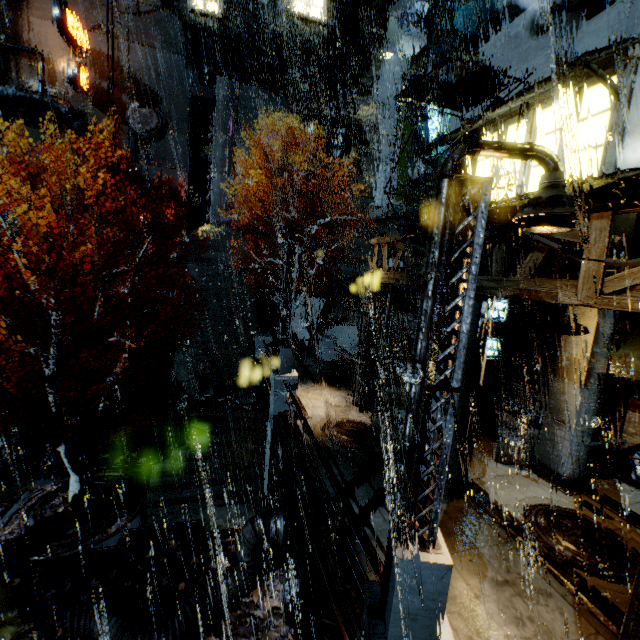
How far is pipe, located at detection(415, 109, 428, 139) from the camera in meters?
24.6 m

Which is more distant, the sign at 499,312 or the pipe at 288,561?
the sign at 499,312

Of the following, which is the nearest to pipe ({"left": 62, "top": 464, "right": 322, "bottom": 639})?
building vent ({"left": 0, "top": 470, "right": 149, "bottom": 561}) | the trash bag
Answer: building vent ({"left": 0, "top": 470, "right": 149, "bottom": 561})

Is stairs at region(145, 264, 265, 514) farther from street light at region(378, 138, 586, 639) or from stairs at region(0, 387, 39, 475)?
street light at region(378, 138, 586, 639)

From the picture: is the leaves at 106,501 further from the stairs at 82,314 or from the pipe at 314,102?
the pipe at 314,102

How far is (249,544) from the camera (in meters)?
9.99

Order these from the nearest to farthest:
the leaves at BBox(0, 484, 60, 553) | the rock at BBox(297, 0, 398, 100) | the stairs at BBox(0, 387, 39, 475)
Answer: the leaves at BBox(0, 484, 60, 553), the stairs at BBox(0, 387, 39, 475), the rock at BBox(297, 0, 398, 100)

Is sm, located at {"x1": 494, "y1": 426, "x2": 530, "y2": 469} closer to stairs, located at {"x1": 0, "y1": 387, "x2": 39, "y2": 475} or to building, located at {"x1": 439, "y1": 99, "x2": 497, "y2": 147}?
building, located at {"x1": 439, "y1": 99, "x2": 497, "y2": 147}
